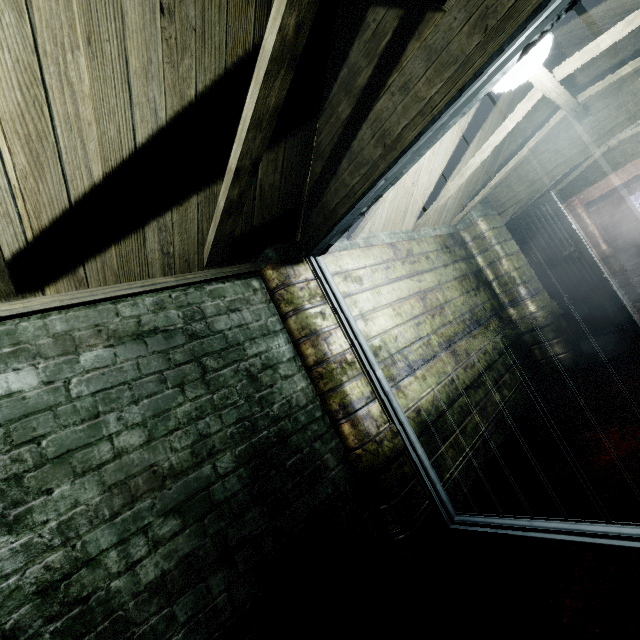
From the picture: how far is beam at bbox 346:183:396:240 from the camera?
2.4 meters

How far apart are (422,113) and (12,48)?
1.53m

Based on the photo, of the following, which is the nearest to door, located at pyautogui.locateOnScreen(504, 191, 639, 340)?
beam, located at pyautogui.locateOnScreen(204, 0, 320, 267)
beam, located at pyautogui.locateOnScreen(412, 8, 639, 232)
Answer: beam, located at pyautogui.locateOnScreen(412, 8, 639, 232)

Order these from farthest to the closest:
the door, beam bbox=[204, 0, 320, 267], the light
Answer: the door
the light
beam bbox=[204, 0, 320, 267]

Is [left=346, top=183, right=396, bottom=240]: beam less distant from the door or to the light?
the light

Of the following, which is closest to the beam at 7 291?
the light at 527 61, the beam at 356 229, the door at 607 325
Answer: the beam at 356 229

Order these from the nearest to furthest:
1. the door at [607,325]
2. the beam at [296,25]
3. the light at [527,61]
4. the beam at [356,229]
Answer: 1. the beam at [296,25]
2. the light at [527,61]
3. the beam at [356,229]
4. the door at [607,325]

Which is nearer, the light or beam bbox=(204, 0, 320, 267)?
beam bbox=(204, 0, 320, 267)
